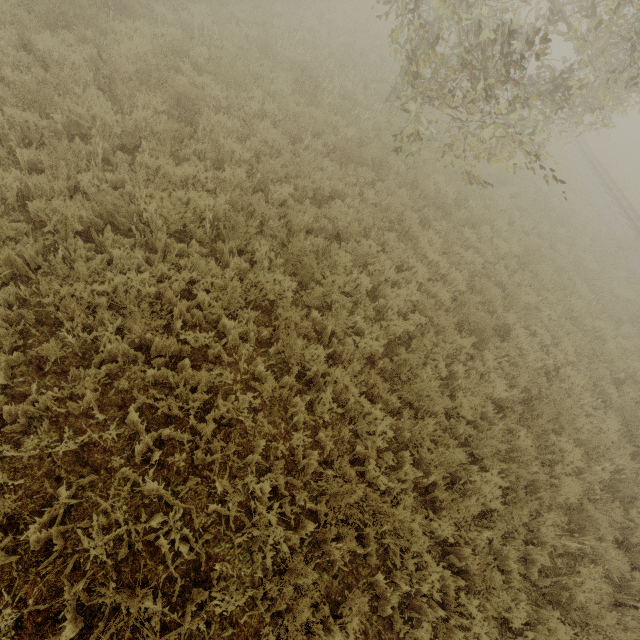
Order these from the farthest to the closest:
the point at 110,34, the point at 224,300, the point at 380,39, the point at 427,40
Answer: the point at 380,39, the point at 427,40, the point at 110,34, the point at 224,300
